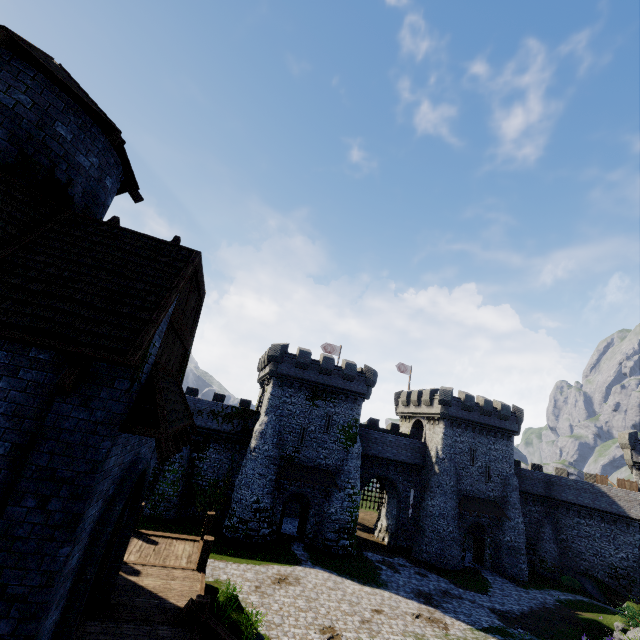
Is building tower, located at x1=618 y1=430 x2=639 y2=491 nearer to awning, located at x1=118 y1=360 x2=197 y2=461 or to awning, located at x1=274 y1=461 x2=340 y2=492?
awning, located at x1=274 y1=461 x2=340 y2=492

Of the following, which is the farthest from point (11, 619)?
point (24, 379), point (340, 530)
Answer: point (340, 530)

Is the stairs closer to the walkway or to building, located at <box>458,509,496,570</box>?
the walkway

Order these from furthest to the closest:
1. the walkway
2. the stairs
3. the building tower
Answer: the building tower < the walkway < the stairs

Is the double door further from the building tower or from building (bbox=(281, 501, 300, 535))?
the building tower

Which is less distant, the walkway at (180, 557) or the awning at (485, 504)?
the walkway at (180, 557)

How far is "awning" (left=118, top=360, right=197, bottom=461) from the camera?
5.6m

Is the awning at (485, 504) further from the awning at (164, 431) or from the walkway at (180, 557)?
the awning at (164, 431)
